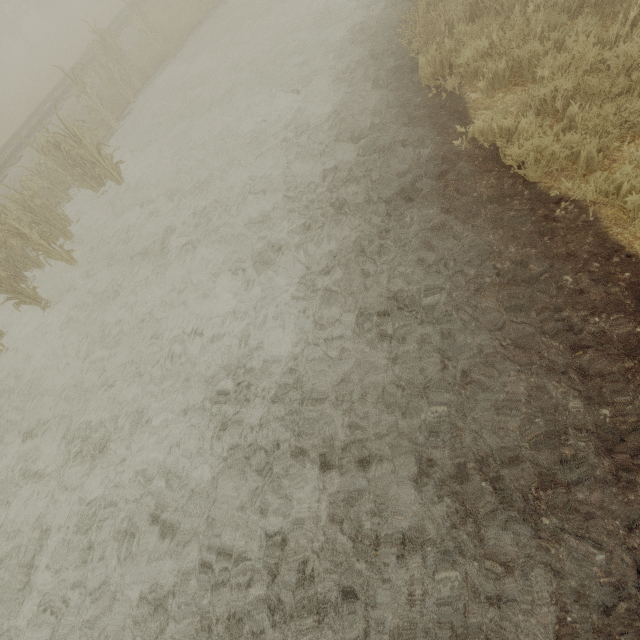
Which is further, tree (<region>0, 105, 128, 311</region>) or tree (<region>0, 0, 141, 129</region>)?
tree (<region>0, 0, 141, 129</region>)

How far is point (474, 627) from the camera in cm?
224

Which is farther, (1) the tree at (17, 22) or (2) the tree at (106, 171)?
(1) the tree at (17, 22)
